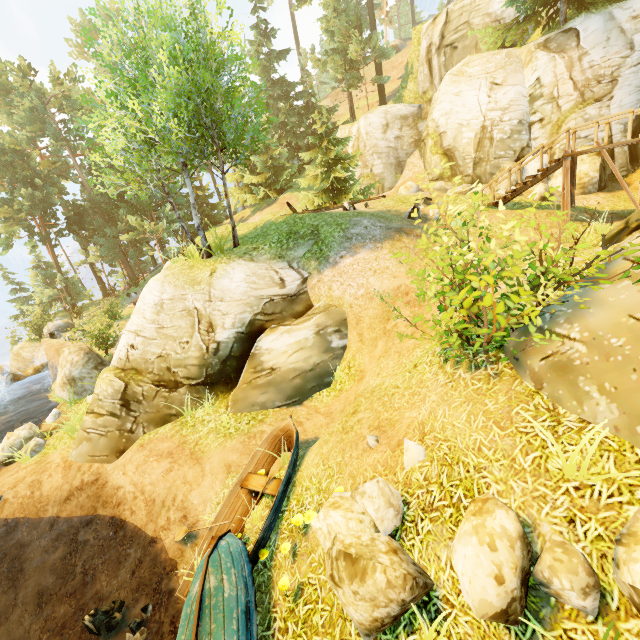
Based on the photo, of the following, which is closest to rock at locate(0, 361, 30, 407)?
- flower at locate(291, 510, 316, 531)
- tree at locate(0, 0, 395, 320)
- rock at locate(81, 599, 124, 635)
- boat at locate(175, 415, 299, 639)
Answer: tree at locate(0, 0, 395, 320)

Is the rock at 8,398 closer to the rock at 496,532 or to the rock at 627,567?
the rock at 496,532

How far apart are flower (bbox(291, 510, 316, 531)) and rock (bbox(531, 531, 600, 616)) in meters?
2.4 m

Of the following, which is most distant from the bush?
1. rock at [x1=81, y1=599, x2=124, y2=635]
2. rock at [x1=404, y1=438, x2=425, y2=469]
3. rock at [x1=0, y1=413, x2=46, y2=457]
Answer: rock at [x1=0, y1=413, x2=46, y2=457]

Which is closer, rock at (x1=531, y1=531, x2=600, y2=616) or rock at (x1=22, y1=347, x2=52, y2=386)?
rock at (x1=531, y1=531, x2=600, y2=616)

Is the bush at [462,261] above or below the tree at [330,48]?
below

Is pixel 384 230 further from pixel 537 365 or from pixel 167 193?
pixel 167 193

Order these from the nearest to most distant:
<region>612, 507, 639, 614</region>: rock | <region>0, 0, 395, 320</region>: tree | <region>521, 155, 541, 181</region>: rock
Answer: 1. <region>612, 507, 639, 614</region>: rock
2. <region>0, 0, 395, 320</region>: tree
3. <region>521, 155, 541, 181</region>: rock
